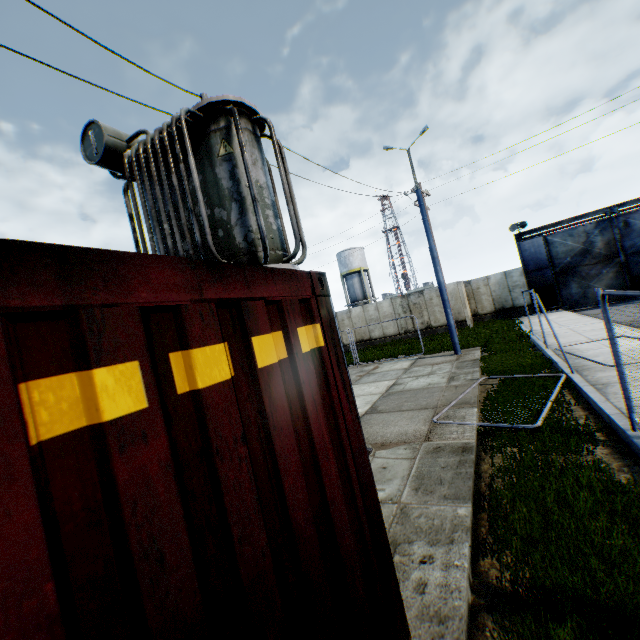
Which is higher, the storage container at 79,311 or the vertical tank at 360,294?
the vertical tank at 360,294

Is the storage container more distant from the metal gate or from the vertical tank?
the vertical tank

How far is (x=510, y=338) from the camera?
14.9 meters

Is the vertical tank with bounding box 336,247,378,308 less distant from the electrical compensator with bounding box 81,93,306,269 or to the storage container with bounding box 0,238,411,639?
the electrical compensator with bounding box 81,93,306,269

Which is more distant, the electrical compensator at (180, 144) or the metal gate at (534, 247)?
the metal gate at (534, 247)

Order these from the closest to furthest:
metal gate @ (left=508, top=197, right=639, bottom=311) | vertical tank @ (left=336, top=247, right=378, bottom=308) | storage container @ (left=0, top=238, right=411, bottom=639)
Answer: storage container @ (left=0, top=238, right=411, bottom=639) → metal gate @ (left=508, top=197, right=639, bottom=311) → vertical tank @ (left=336, top=247, right=378, bottom=308)

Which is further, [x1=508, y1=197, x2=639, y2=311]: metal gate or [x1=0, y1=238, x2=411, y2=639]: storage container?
[x1=508, y1=197, x2=639, y2=311]: metal gate
